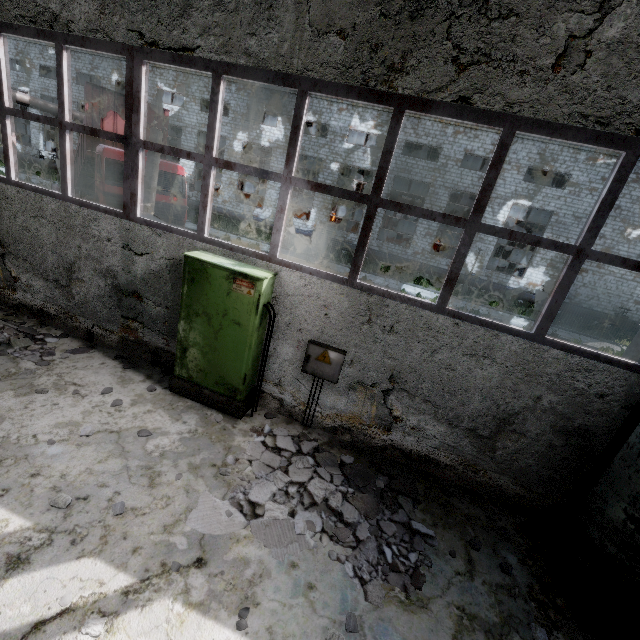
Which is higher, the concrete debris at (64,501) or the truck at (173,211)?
the truck at (173,211)

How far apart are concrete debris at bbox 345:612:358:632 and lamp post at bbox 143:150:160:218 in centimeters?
1249cm

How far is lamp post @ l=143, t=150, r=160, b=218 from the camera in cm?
1105

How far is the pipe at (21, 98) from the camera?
17.6 meters

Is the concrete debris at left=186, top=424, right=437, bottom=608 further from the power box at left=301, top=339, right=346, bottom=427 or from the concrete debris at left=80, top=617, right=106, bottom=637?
the concrete debris at left=80, top=617, right=106, bottom=637

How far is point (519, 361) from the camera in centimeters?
441cm

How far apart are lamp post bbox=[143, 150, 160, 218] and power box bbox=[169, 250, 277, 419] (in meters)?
8.02

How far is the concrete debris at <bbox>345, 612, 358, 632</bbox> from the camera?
3.05m
